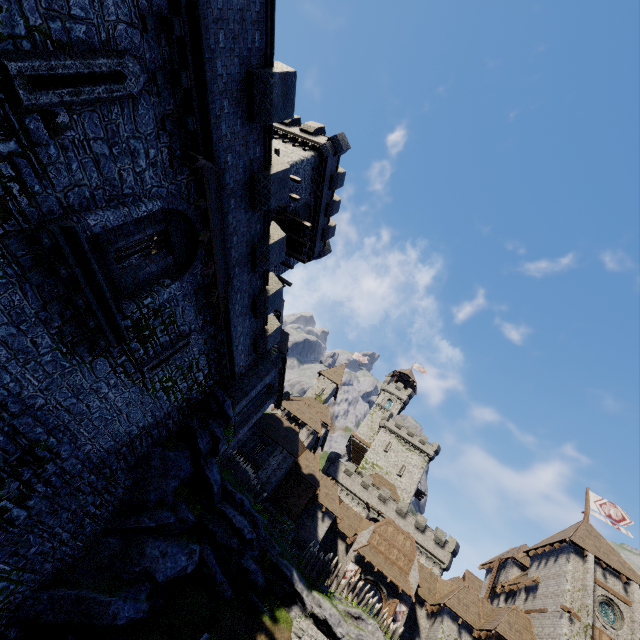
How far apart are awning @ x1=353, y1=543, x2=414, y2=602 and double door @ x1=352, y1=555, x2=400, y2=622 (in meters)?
0.45

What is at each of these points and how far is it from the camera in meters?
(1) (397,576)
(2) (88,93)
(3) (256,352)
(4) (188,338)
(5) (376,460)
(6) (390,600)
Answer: (1) awning, 29.4 m
(2) window slit, 6.8 m
(3) building tower, 18.6 m
(4) window slit, 13.6 m
(5) building, 57.2 m
(6) double door, 28.1 m

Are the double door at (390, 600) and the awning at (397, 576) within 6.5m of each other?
yes

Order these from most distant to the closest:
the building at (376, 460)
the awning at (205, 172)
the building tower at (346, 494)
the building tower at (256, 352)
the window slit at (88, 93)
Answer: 1. the building at (376, 460)
2. the building tower at (346, 494)
3. the awning at (205, 172)
4. the building tower at (256, 352)
5. the window slit at (88, 93)

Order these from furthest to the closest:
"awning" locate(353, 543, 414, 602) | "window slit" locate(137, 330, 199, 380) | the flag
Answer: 1. the flag
2. "awning" locate(353, 543, 414, 602)
3. "window slit" locate(137, 330, 199, 380)

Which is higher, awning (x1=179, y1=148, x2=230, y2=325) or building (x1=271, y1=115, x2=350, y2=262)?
building (x1=271, y1=115, x2=350, y2=262)

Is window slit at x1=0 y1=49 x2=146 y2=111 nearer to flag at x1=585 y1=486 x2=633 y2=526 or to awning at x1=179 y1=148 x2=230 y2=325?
awning at x1=179 y1=148 x2=230 y2=325

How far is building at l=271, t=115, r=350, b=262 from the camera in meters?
24.1 m
